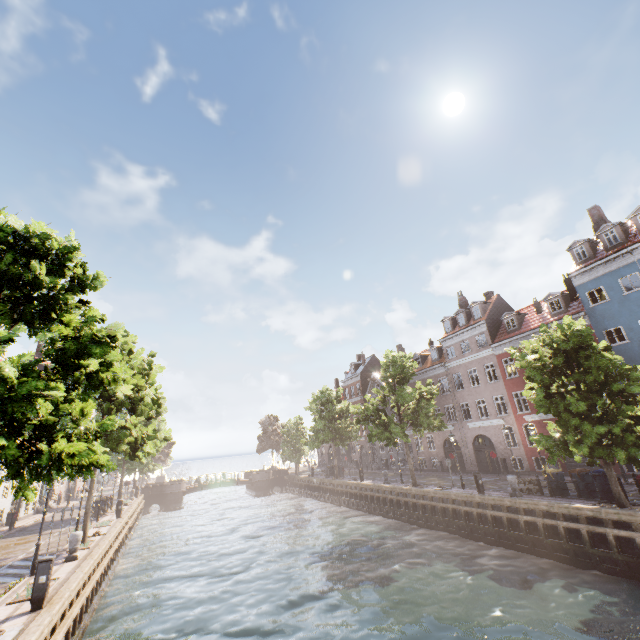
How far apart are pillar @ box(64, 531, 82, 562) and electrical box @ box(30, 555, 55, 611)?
5.69m

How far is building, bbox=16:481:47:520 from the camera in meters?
30.1

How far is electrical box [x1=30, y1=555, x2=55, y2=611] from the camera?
9.52m

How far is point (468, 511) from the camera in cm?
2000

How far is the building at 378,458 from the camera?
41.01m

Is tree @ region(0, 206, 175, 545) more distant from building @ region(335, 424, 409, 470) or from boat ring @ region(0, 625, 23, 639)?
building @ region(335, 424, 409, 470)

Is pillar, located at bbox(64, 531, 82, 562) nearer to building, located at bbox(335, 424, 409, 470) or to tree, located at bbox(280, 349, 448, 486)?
tree, located at bbox(280, 349, 448, 486)

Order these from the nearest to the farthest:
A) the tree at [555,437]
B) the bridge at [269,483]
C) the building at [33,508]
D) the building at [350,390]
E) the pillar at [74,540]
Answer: the tree at [555,437]
the pillar at [74,540]
the building at [33,508]
the bridge at [269,483]
the building at [350,390]
